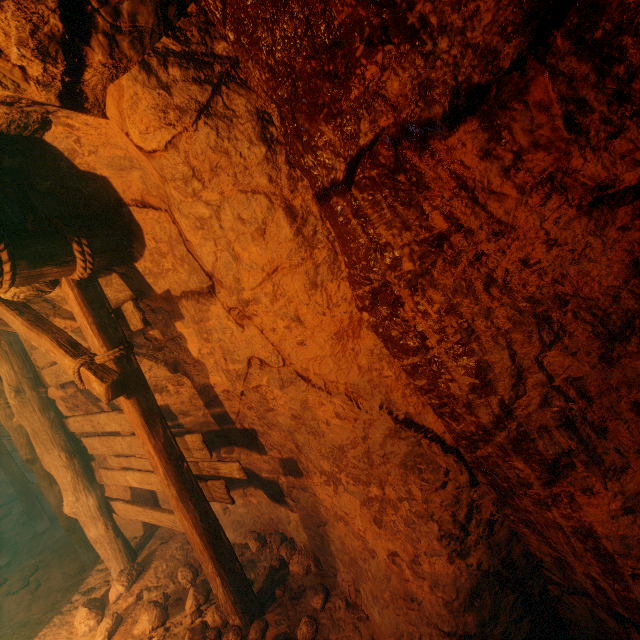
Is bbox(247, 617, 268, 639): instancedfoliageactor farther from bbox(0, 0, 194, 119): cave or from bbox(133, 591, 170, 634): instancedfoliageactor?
bbox(0, 0, 194, 119): cave

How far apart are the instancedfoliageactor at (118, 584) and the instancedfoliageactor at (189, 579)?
1.0m

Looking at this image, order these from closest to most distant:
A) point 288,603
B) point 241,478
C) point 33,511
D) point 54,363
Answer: point 241,478
point 288,603
point 54,363
point 33,511

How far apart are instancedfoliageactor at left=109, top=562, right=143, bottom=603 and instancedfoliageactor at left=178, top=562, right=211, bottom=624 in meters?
1.0

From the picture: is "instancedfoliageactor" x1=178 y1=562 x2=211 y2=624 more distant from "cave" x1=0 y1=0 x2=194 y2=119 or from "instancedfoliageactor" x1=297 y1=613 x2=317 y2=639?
"cave" x1=0 y1=0 x2=194 y2=119

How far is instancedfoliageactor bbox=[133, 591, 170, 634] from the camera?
3.52m

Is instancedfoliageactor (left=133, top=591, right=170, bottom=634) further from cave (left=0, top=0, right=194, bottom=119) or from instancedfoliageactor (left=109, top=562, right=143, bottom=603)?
cave (left=0, top=0, right=194, bottom=119)

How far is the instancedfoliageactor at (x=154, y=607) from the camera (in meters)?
3.52
